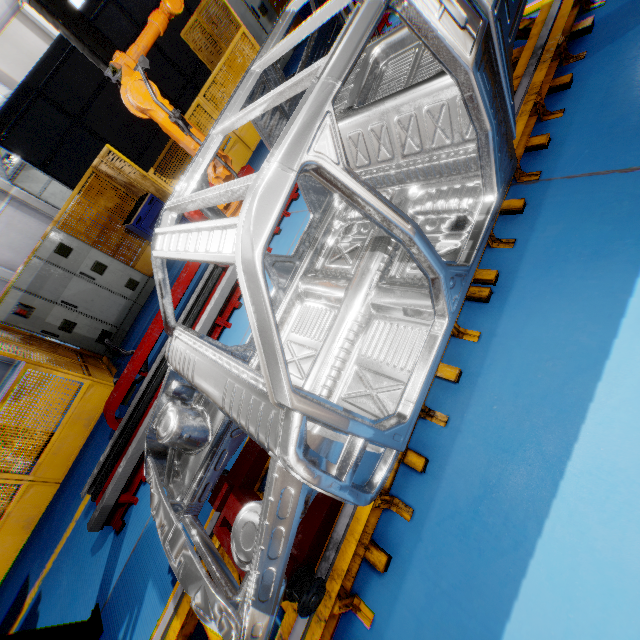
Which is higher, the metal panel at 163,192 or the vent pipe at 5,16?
the vent pipe at 5,16

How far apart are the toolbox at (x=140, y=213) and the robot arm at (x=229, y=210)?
2.62m

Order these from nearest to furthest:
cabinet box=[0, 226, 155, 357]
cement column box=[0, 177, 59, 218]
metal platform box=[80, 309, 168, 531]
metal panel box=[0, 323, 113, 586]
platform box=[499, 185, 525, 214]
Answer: platform box=[499, 185, 525, 214] → metal platform box=[80, 309, 168, 531] → metal panel box=[0, 323, 113, 586] → cabinet box=[0, 226, 155, 357] → cement column box=[0, 177, 59, 218]

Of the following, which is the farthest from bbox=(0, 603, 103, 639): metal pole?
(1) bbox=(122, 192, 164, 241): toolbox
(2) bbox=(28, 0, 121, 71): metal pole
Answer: (2) bbox=(28, 0, 121, 71): metal pole

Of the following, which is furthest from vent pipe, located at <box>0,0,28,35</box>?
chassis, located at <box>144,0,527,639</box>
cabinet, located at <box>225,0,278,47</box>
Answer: cabinet, located at <box>225,0,278,47</box>

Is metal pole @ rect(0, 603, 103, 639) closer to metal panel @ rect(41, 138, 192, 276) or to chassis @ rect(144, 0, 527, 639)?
chassis @ rect(144, 0, 527, 639)

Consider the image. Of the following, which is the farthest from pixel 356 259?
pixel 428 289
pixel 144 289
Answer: pixel 144 289

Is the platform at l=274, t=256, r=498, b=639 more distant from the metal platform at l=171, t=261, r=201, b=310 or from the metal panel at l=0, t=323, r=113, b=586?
the metal panel at l=0, t=323, r=113, b=586
